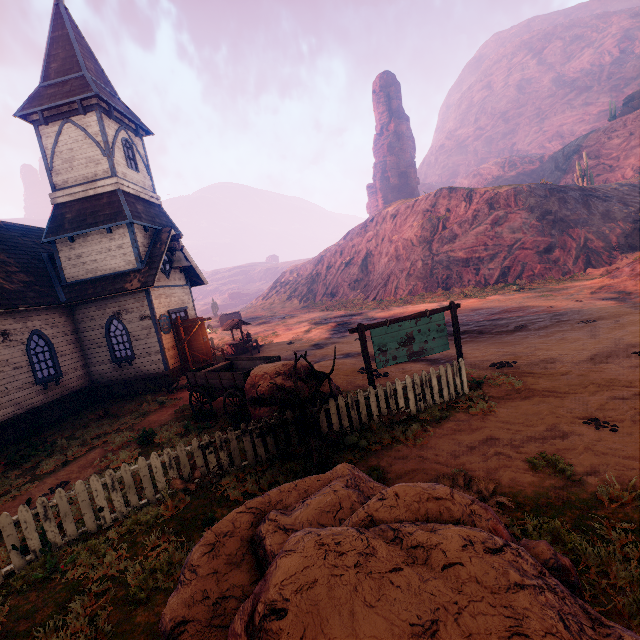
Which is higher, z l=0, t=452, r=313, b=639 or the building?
the building

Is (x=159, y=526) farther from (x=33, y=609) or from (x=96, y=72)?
(x=96, y=72)

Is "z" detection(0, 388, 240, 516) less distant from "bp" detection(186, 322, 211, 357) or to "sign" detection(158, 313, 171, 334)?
"bp" detection(186, 322, 211, 357)

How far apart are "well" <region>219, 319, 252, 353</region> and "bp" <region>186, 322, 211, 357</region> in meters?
4.9

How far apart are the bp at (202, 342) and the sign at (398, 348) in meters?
9.9

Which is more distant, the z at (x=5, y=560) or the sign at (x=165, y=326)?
the sign at (x=165, y=326)

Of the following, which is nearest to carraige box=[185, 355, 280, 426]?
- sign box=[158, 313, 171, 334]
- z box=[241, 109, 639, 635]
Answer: z box=[241, 109, 639, 635]

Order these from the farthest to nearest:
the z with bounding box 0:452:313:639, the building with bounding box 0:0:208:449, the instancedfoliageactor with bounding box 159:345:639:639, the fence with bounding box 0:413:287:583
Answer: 1. the building with bounding box 0:0:208:449
2. the fence with bounding box 0:413:287:583
3. the z with bounding box 0:452:313:639
4. the instancedfoliageactor with bounding box 159:345:639:639
